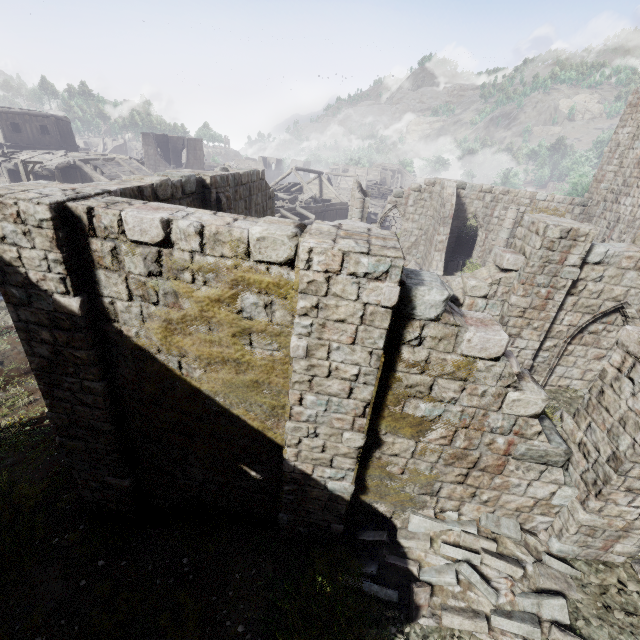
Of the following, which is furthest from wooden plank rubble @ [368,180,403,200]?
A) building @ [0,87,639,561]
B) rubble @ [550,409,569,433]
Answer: rubble @ [550,409,569,433]

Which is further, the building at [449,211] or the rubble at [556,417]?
the rubble at [556,417]

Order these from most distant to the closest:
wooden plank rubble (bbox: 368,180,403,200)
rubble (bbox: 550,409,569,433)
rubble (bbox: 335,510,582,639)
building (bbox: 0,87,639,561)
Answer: wooden plank rubble (bbox: 368,180,403,200)
rubble (bbox: 550,409,569,433)
rubble (bbox: 335,510,582,639)
building (bbox: 0,87,639,561)

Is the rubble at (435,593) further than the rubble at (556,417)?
No

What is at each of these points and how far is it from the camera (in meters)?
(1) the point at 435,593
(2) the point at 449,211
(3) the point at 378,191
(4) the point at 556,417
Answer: (1) rubble, 5.75
(2) building, 19.27
(3) wooden plank rubble, 49.31
(4) rubble, 9.58

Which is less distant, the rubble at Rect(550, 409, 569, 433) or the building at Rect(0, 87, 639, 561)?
the building at Rect(0, 87, 639, 561)
